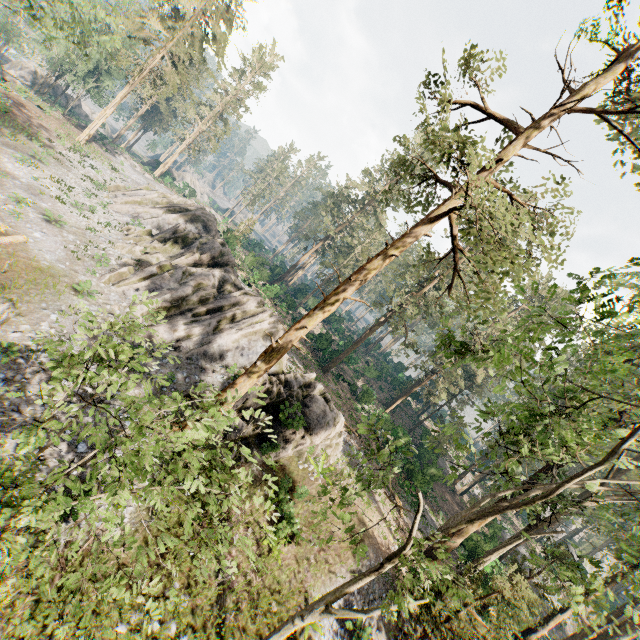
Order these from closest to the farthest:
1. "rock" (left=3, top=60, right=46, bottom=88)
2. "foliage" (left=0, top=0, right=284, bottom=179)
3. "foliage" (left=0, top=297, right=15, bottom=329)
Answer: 1. "foliage" (left=0, top=297, right=15, bottom=329)
2. "foliage" (left=0, top=0, right=284, bottom=179)
3. "rock" (left=3, top=60, right=46, bottom=88)

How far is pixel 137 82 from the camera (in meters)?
39.78

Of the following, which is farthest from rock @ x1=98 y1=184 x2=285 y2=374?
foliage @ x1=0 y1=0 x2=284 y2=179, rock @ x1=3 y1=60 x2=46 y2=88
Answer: rock @ x1=3 y1=60 x2=46 y2=88

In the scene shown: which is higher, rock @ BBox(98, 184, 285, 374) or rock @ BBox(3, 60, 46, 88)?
rock @ BBox(98, 184, 285, 374)

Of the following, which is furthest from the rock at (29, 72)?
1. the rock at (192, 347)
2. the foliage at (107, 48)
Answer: the rock at (192, 347)

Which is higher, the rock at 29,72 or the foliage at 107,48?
the foliage at 107,48
